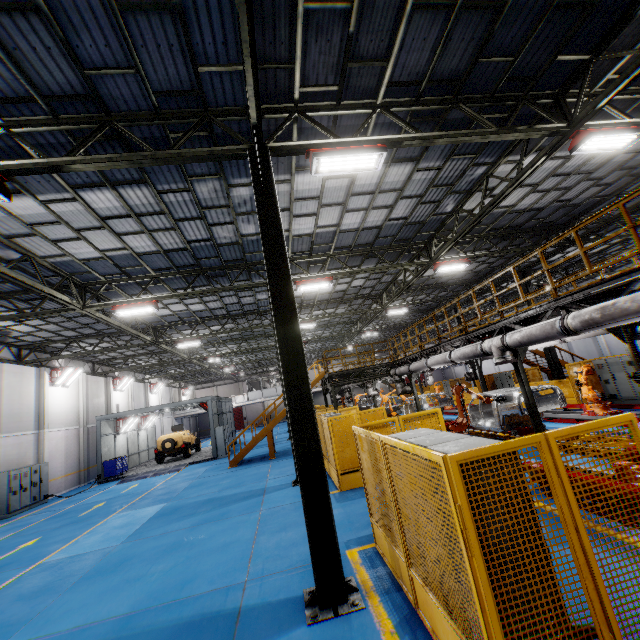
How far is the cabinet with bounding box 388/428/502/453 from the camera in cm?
325

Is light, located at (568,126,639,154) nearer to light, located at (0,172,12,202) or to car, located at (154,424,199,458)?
light, located at (0,172,12,202)

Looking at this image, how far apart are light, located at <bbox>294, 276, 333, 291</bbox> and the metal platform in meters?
11.1 m

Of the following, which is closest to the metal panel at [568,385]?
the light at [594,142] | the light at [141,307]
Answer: the light at [594,142]

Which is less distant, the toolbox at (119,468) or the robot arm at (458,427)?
the robot arm at (458,427)

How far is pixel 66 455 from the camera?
21.7 meters

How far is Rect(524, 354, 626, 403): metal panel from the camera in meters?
16.1 m

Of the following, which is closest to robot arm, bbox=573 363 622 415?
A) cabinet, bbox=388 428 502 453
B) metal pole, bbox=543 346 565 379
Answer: metal pole, bbox=543 346 565 379
